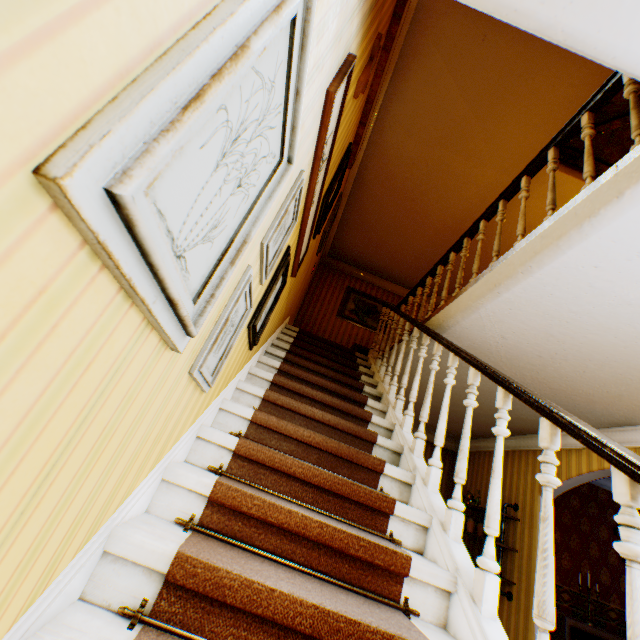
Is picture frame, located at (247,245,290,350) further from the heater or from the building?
the heater

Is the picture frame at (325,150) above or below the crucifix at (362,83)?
below

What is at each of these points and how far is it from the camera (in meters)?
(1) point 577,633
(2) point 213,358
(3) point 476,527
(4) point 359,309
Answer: (1) heater, 4.59
(2) picture frame, 1.63
(3) jar, 5.63
(4) painting, 8.54

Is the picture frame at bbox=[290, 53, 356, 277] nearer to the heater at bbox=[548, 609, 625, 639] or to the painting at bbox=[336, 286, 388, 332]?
the painting at bbox=[336, 286, 388, 332]

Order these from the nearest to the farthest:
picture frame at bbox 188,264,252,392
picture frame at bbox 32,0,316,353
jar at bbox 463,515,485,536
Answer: picture frame at bbox 32,0,316,353, picture frame at bbox 188,264,252,392, jar at bbox 463,515,485,536

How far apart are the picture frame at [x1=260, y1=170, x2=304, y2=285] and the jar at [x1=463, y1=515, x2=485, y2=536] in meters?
6.1 m

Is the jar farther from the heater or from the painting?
the painting

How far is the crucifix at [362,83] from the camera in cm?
269
